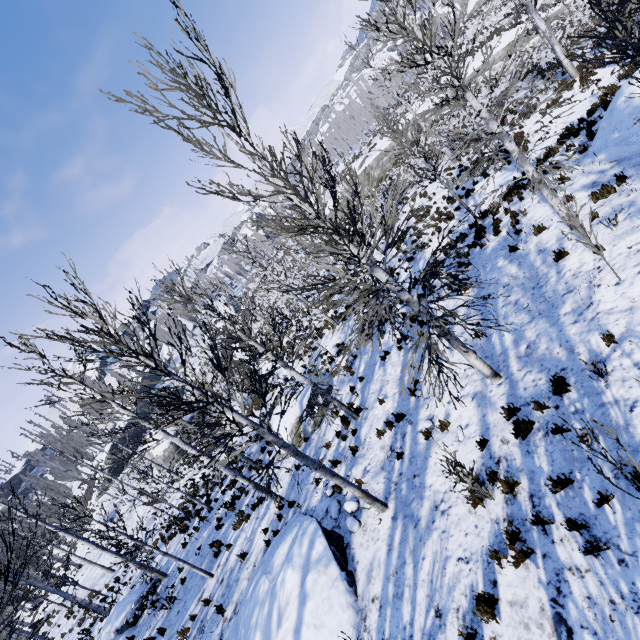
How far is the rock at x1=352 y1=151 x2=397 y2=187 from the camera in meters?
40.8

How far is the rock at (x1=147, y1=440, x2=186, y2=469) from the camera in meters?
33.9

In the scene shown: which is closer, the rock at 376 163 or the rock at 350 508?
the rock at 350 508

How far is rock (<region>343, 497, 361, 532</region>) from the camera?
7.7 meters

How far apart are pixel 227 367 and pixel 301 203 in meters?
3.4 m

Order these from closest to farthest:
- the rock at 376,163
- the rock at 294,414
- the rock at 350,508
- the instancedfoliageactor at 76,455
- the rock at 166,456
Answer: the instancedfoliageactor at 76,455 → the rock at 350,508 → the rock at 294,414 → the rock at 166,456 → the rock at 376,163

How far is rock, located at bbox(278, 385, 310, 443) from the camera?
14.0m

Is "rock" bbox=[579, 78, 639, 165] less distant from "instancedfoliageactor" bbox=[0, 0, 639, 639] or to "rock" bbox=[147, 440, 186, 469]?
"rock" bbox=[147, 440, 186, 469]
